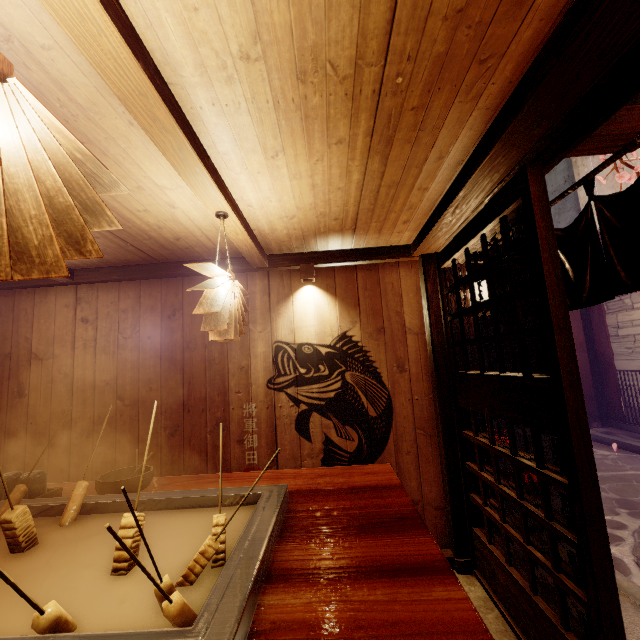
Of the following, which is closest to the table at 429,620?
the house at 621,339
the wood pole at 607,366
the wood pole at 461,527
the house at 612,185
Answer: the wood pole at 461,527

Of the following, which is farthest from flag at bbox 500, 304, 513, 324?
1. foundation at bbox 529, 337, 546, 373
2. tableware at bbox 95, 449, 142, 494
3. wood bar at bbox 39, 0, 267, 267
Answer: foundation at bbox 529, 337, 546, 373

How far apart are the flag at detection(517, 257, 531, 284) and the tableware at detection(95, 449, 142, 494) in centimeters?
489cm

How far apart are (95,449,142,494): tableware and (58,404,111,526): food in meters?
0.4 m

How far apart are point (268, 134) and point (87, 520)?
3.6 meters

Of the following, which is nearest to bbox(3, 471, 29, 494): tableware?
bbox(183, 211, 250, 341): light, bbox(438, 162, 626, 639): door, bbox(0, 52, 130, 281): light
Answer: bbox(183, 211, 250, 341): light

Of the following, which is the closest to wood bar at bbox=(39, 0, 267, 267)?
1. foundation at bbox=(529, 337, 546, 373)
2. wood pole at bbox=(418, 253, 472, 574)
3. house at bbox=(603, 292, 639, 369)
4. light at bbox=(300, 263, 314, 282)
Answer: light at bbox=(300, 263, 314, 282)

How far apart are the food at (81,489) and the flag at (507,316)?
5.0m
